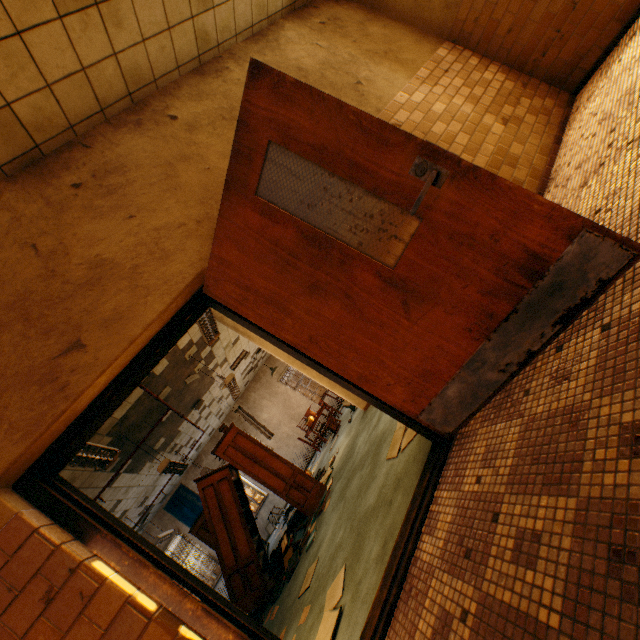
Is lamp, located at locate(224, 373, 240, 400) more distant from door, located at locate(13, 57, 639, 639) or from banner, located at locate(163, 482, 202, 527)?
banner, located at locate(163, 482, 202, 527)

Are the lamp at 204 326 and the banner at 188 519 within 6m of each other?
no

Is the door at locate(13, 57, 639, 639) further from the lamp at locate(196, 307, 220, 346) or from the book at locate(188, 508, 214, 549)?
the book at locate(188, 508, 214, 549)

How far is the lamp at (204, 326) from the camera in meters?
4.3

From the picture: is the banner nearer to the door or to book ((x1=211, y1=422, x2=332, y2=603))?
book ((x1=211, y1=422, x2=332, y2=603))

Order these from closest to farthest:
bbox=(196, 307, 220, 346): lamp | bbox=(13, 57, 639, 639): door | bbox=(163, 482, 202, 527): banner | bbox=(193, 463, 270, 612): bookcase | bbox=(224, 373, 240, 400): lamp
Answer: bbox=(13, 57, 639, 639): door → bbox=(196, 307, 220, 346): lamp → bbox=(193, 463, 270, 612): bookcase → bbox=(224, 373, 240, 400): lamp → bbox=(163, 482, 202, 527): banner

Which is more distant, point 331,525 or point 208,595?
point 331,525

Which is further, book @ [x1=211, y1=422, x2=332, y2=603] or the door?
book @ [x1=211, y1=422, x2=332, y2=603]
